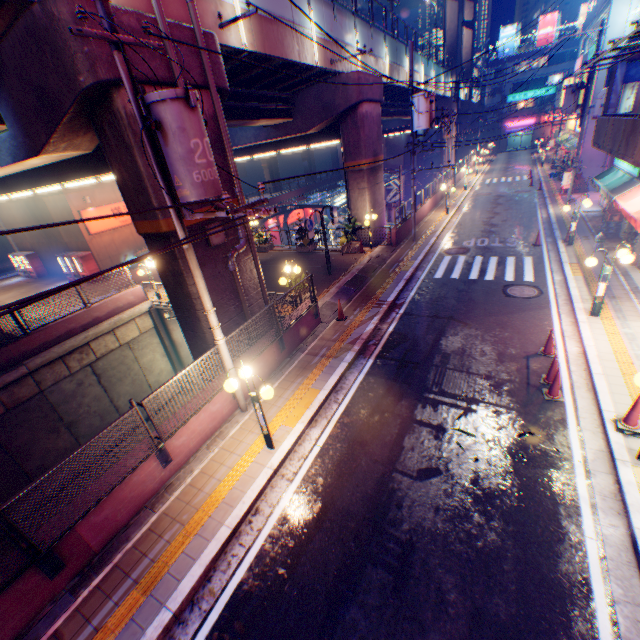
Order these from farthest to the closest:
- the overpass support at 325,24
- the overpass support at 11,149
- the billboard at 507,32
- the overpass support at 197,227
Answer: the billboard at 507,32 → the overpass support at 325,24 → the overpass support at 197,227 → the overpass support at 11,149

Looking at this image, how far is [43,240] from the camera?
24.9m

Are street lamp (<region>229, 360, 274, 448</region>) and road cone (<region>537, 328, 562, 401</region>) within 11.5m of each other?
yes

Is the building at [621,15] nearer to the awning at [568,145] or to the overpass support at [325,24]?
the awning at [568,145]

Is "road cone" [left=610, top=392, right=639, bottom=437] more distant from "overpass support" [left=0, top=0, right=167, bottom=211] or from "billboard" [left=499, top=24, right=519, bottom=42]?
"billboard" [left=499, top=24, right=519, bottom=42]

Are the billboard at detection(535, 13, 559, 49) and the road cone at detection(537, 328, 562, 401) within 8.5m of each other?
no

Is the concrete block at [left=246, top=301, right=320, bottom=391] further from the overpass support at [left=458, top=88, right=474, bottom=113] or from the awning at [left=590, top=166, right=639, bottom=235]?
the awning at [left=590, top=166, right=639, bottom=235]

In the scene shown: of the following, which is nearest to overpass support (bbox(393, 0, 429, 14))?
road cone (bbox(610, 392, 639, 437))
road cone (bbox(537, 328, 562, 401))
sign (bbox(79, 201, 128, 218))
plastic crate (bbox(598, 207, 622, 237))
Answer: sign (bbox(79, 201, 128, 218))
